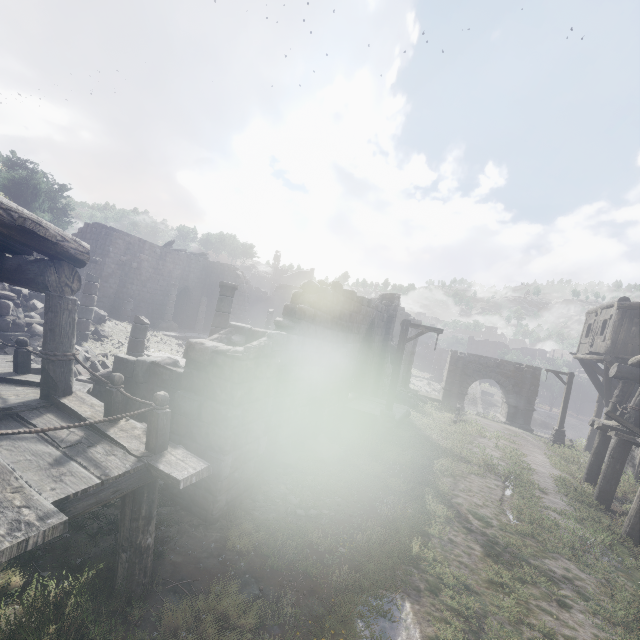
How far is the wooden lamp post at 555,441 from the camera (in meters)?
19.75

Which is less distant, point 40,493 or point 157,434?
point 40,493

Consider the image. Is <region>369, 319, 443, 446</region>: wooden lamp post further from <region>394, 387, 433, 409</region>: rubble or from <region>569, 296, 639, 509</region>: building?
<region>394, 387, 433, 409</region>: rubble

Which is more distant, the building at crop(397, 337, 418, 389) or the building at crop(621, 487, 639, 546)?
the building at crop(397, 337, 418, 389)

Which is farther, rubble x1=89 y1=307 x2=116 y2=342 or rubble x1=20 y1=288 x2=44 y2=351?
rubble x1=89 y1=307 x2=116 y2=342

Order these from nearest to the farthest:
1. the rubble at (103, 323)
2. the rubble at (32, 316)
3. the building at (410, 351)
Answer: the rubble at (32, 316) < the rubble at (103, 323) < the building at (410, 351)

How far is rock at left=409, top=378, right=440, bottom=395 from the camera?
52.7m

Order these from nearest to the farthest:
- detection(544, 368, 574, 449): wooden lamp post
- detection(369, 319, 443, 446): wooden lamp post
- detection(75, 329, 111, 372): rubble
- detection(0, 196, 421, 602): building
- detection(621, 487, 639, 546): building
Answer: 1. detection(0, 196, 421, 602): building
2. detection(621, 487, 639, 546): building
3. detection(75, 329, 111, 372): rubble
4. detection(369, 319, 443, 446): wooden lamp post
5. detection(544, 368, 574, 449): wooden lamp post
